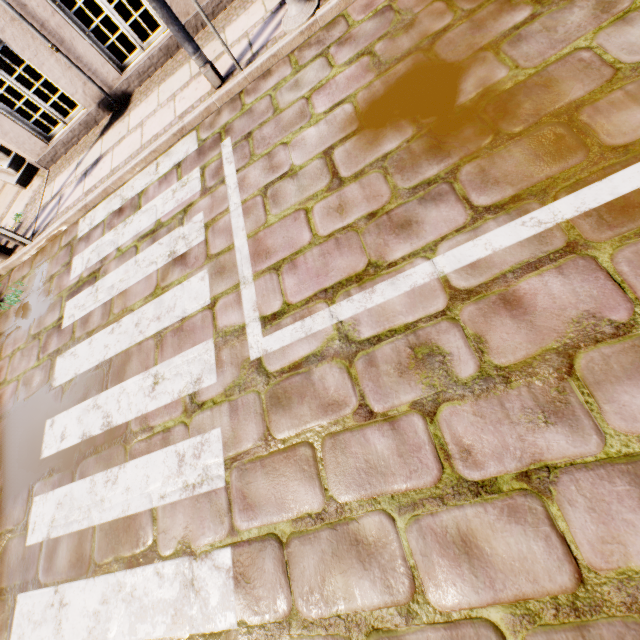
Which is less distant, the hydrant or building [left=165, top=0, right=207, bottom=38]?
the hydrant

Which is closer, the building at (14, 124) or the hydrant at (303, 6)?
the hydrant at (303, 6)

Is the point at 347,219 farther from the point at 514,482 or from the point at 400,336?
the point at 514,482

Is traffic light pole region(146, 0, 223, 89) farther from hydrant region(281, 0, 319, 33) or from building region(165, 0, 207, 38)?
building region(165, 0, 207, 38)

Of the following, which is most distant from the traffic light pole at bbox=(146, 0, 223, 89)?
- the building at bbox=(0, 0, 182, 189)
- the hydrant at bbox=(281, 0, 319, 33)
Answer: the building at bbox=(0, 0, 182, 189)

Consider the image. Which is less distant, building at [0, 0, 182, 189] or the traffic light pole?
the traffic light pole
